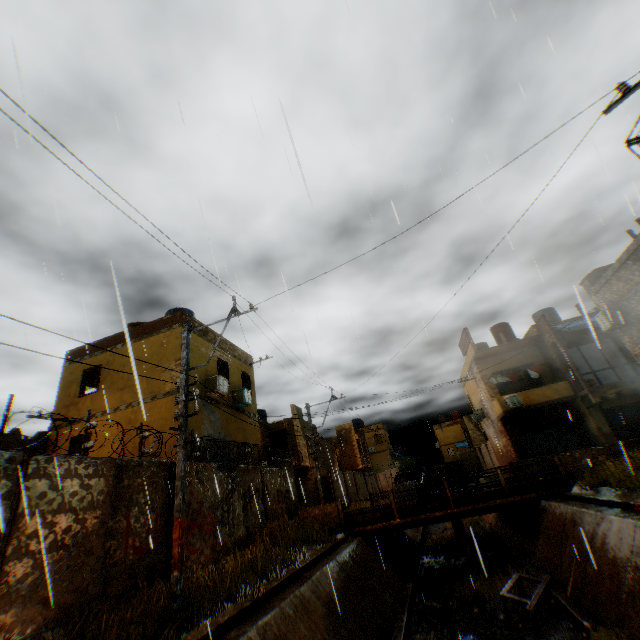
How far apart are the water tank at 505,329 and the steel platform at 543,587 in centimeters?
1984cm

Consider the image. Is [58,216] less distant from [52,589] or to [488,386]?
[52,589]

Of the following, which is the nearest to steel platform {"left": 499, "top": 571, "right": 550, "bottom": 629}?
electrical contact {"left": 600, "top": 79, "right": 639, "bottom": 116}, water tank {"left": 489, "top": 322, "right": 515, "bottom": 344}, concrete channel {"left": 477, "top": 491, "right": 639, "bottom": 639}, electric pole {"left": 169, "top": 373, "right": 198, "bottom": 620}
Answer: concrete channel {"left": 477, "top": 491, "right": 639, "bottom": 639}

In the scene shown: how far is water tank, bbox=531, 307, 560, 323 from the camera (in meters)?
24.28

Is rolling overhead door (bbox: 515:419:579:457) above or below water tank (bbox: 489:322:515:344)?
below

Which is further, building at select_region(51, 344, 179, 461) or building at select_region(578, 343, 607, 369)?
building at select_region(578, 343, 607, 369)

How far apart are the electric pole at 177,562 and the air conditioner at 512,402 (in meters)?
20.73

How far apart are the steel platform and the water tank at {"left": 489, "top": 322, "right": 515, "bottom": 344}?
19.8 meters
